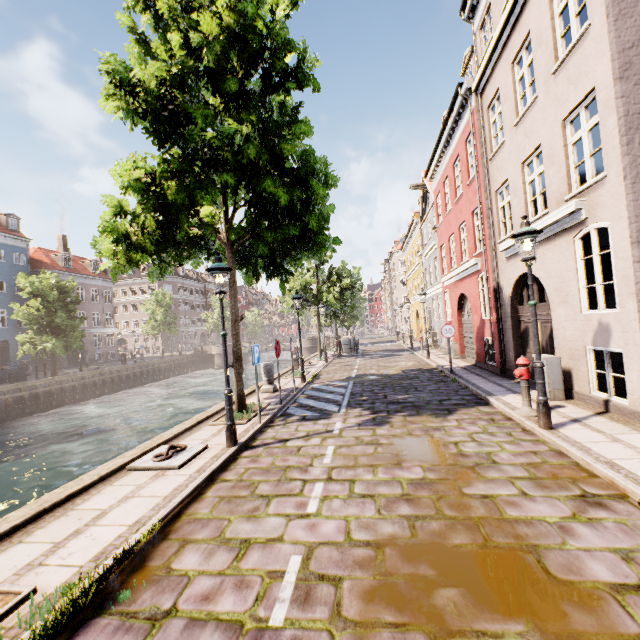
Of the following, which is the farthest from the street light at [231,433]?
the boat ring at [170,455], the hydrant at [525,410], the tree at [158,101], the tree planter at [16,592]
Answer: the hydrant at [525,410]

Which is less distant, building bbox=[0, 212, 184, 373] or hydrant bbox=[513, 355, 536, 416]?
hydrant bbox=[513, 355, 536, 416]

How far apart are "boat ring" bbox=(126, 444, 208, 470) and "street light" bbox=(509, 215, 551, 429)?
6.4 meters

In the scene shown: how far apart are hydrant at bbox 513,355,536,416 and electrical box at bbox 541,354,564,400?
1.1 meters

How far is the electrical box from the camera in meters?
7.7 m

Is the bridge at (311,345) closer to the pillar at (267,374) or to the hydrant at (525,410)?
the pillar at (267,374)

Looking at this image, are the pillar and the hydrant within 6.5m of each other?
no

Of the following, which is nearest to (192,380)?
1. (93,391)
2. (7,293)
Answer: (93,391)
